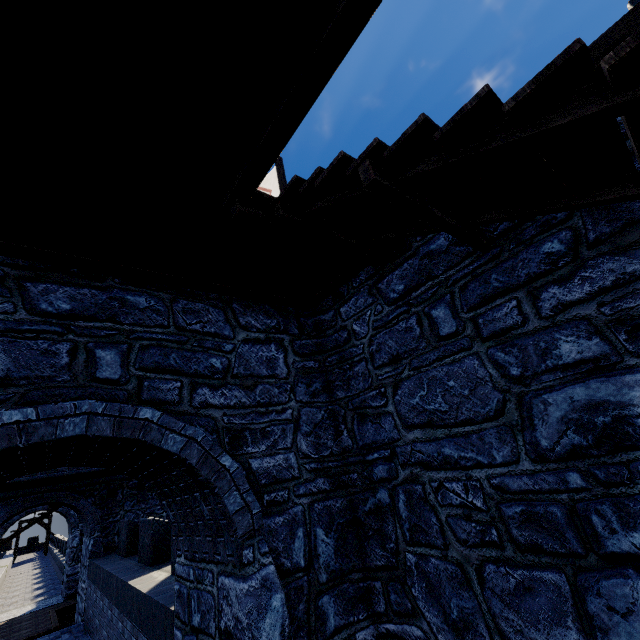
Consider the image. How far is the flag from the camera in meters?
8.9 m

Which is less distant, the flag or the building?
the building

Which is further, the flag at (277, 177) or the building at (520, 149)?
the flag at (277, 177)

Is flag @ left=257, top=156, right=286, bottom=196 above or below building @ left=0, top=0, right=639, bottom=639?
above

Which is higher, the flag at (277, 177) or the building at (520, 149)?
the flag at (277, 177)

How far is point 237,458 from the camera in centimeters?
352cm
